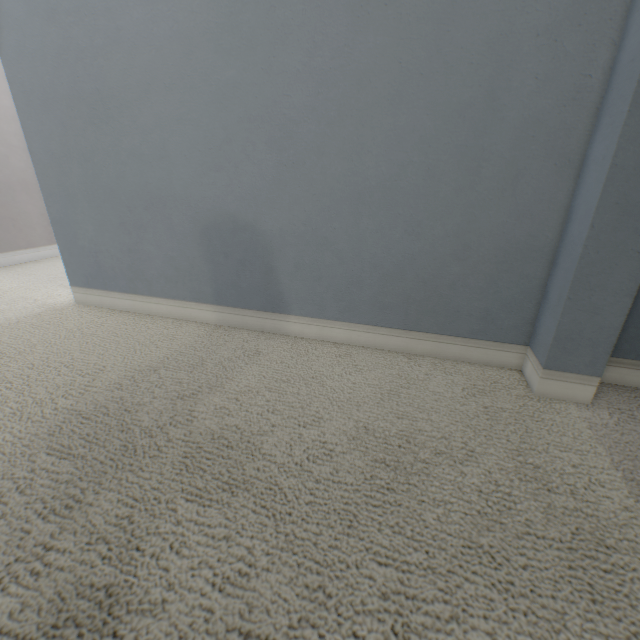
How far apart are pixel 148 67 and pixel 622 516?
1.5 meters
